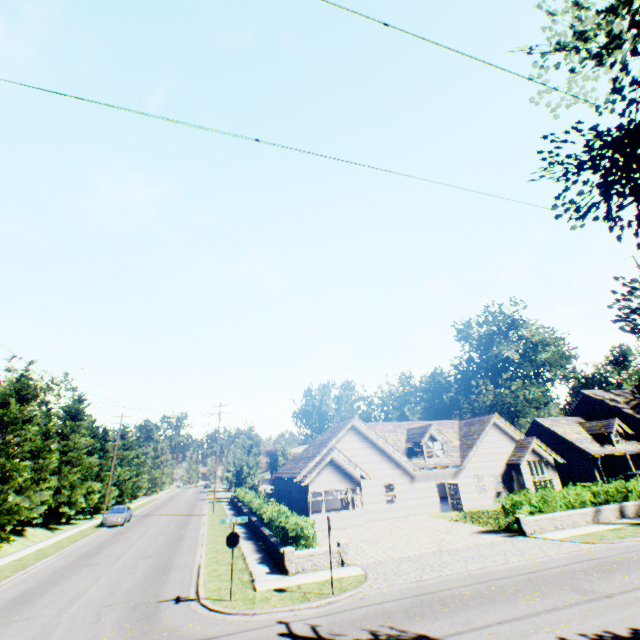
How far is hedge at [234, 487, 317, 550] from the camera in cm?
1488

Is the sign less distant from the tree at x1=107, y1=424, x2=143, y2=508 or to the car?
the tree at x1=107, y1=424, x2=143, y2=508

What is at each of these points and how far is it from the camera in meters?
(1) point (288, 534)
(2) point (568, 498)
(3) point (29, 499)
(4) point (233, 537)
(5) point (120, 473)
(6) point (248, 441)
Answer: (1) hedge, 16.3 m
(2) hedge, 19.7 m
(3) tree, 24.8 m
(4) sign, 11.8 m
(5) tree, 49.0 m
(6) plant, 55.7 m

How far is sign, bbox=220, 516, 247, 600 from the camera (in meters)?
11.40

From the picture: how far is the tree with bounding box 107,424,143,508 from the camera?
45.1 meters

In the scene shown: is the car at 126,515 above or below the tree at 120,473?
below

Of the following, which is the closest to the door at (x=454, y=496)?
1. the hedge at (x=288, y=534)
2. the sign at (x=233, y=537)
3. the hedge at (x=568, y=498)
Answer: the hedge at (x=568, y=498)

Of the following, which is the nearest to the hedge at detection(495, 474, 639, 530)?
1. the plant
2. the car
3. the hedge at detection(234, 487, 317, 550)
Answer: the hedge at detection(234, 487, 317, 550)
